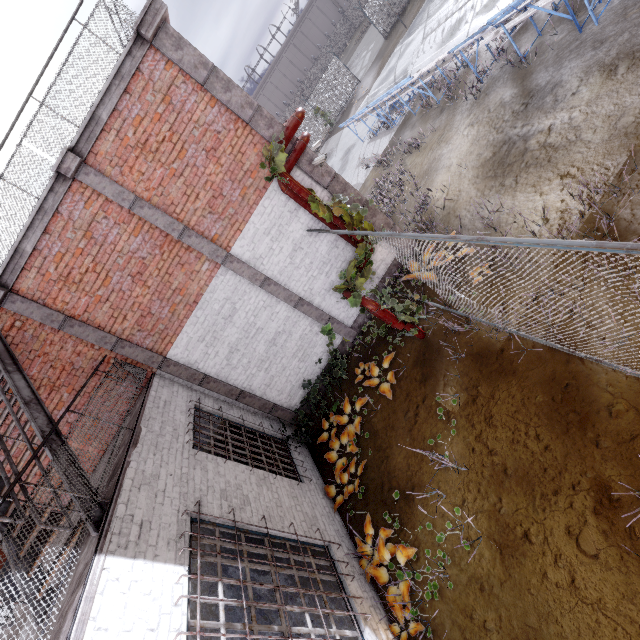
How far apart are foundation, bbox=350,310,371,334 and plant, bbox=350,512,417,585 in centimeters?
443cm

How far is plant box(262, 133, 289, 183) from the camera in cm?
563

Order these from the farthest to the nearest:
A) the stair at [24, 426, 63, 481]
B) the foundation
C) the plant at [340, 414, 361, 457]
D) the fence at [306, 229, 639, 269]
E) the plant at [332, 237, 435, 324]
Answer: the foundation
the plant at [340, 414, 361, 457]
the plant at [332, 237, 435, 324]
the stair at [24, 426, 63, 481]
the fence at [306, 229, 639, 269]

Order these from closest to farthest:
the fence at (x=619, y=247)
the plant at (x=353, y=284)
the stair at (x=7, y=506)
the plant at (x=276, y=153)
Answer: the fence at (x=619, y=247) < the stair at (x=7, y=506) < the plant at (x=276, y=153) < the plant at (x=353, y=284)

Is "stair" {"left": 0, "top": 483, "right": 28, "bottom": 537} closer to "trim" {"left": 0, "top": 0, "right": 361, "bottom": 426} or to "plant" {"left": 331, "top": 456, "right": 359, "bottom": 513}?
"trim" {"left": 0, "top": 0, "right": 361, "bottom": 426}

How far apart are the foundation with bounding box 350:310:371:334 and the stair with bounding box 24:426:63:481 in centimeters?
628cm

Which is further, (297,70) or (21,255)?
(297,70)

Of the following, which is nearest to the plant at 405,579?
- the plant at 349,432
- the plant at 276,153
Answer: the plant at 349,432
